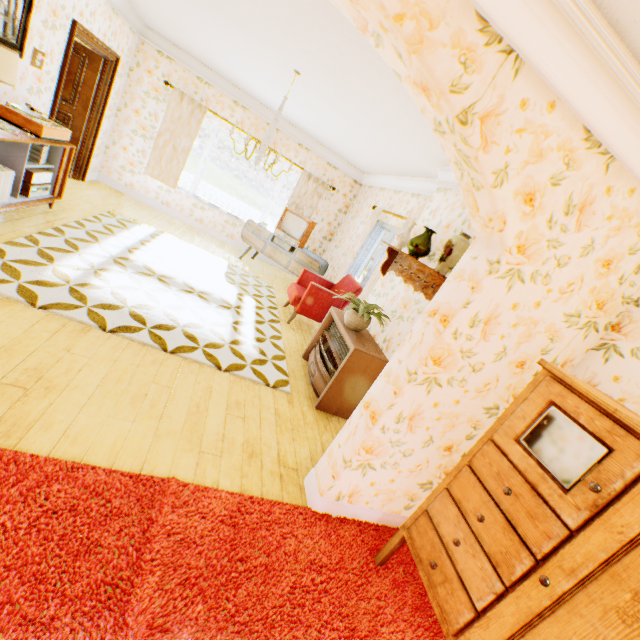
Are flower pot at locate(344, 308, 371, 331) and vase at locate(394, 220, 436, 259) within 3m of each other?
yes

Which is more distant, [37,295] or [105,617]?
[37,295]

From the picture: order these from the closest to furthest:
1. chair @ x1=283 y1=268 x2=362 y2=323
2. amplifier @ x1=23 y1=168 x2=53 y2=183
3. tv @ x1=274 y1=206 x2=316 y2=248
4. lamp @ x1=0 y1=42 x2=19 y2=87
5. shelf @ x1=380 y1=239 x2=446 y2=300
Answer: lamp @ x1=0 y1=42 x2=19 y2=87, shelf @ x1=380 y1=239 x2=446 y2=300, amplifier @ x1=23 y1=168 x2=53 y2=183, chair @ x1=283 y1=268 x2=362 y2=323, tv @ x1=274 y1=206 x2=316 y2=248

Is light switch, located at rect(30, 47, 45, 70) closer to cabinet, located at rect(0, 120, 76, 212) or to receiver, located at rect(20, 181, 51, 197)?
cabinet, located at rect(0, 120, 76, 212)

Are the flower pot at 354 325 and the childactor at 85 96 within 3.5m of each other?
no

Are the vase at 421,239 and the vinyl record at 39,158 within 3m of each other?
no

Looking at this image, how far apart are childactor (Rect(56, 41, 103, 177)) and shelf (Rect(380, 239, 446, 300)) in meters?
6.0 m

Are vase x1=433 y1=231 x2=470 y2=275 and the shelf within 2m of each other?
yes
